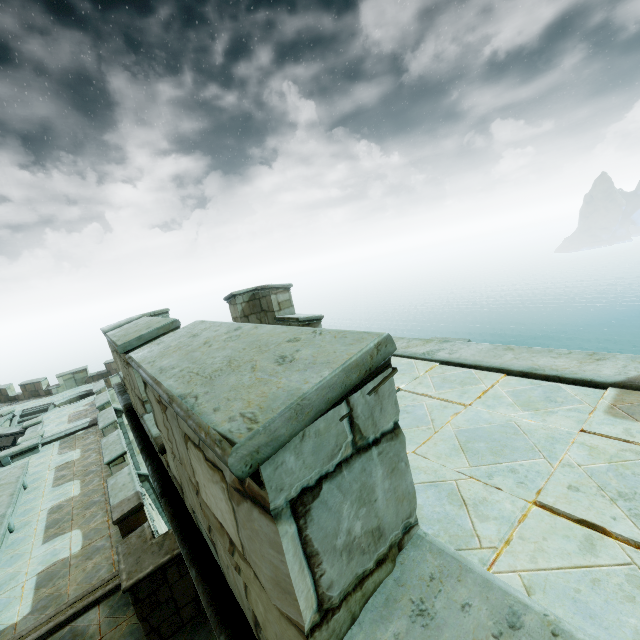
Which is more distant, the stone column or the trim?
the stone column

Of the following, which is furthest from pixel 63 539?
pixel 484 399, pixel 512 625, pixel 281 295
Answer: pixel 512 625

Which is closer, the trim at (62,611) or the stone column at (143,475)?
the trim at (62,611)

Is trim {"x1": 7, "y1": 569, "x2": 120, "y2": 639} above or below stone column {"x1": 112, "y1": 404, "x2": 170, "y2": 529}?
above

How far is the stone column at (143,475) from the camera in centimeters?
1948cm

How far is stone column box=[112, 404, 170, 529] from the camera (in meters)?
19.48
